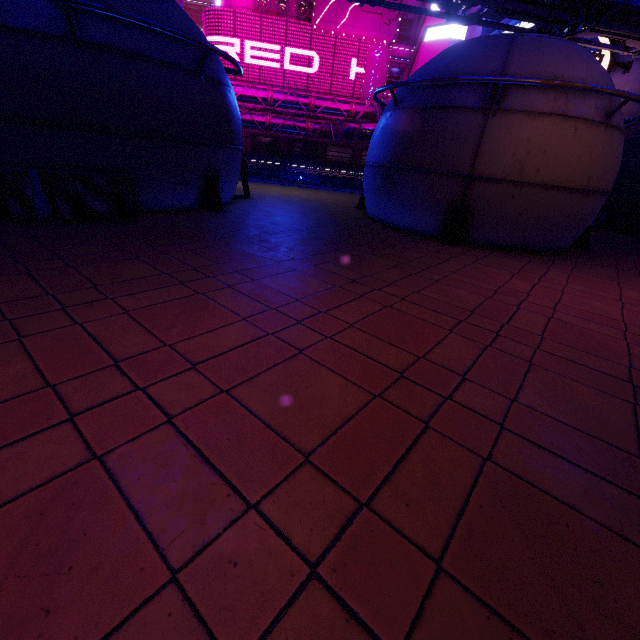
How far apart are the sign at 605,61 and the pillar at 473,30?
17.75m

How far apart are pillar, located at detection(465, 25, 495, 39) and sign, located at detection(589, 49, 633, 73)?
17.75m

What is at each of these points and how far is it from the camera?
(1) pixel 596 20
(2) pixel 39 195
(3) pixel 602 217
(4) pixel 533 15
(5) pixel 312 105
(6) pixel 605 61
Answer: (1) pipe, 14.38m
(2) fence, 6.34m
(3) fence, 16.91m
(4) pipe, 15.42m
(5) pipe, 38.59m
(6) sign, 17.97m

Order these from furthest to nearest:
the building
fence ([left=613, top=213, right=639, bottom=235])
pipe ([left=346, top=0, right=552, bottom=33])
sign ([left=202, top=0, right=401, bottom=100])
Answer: sign ([left=202, top=0, right=401, bottom=100]) → the building → fence ([left=613, top=213, right=639, bottom=235]) → pipe ([left=346, top=0, right=552, bottom=33])

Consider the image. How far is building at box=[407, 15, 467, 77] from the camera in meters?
34.5 m

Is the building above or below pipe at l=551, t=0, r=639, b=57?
above

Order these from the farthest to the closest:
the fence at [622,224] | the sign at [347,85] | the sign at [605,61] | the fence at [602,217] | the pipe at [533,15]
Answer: the sign at [347,85] < the sign at [605,61] < the fence at [602,217] < the fence at [622,224] < the pipe at [533,15]

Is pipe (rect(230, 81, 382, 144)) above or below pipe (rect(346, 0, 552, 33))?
below
